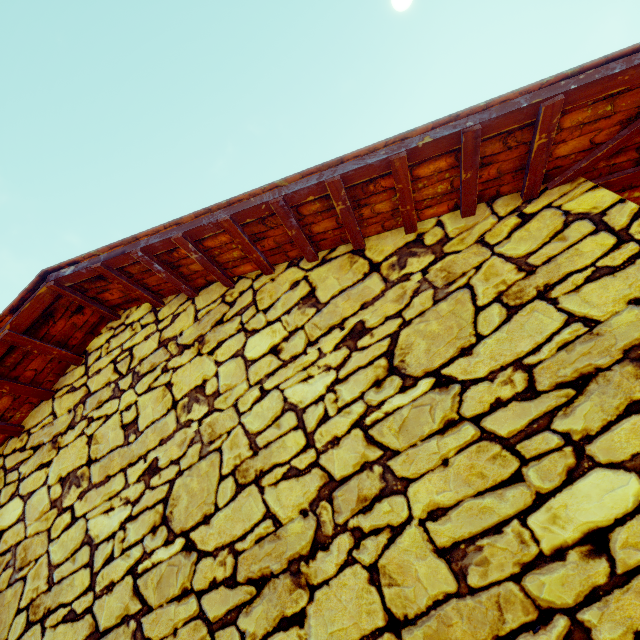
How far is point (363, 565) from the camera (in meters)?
1.17
